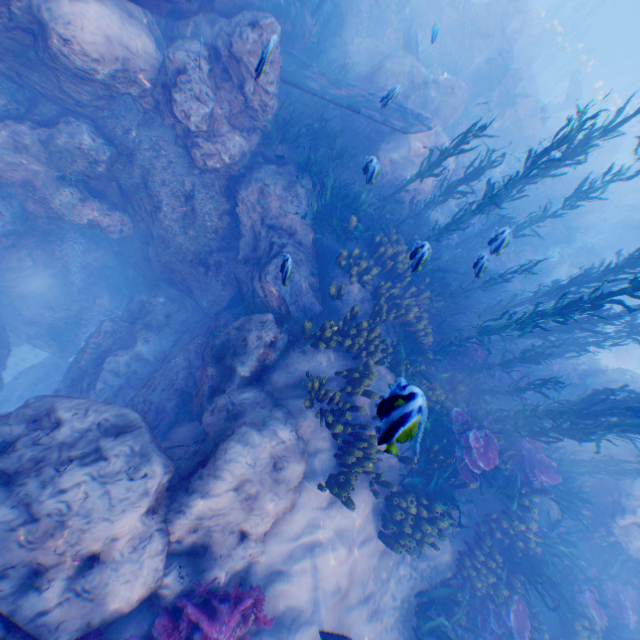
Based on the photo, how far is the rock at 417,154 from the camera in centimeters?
1124cm

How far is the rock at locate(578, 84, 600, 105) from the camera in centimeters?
Answer: 2870cm

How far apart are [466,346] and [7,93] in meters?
13.6

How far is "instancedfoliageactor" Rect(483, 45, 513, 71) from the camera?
17.31m

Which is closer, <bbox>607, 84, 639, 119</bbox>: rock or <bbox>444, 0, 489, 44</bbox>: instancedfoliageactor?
<bbox>444, 0, 489, 44</bbox>: instancedfoliageactor

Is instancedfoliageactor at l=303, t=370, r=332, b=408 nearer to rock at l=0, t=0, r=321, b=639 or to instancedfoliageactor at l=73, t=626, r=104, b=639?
rock at l=0, t=0, r=321, b=639

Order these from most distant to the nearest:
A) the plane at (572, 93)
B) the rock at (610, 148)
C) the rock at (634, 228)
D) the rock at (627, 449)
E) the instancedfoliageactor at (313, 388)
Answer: the plane at (572, 93) → the rock at (610, 148) → the rock at (634, 228) → the rock at (627, 449) → the instancedfoliageactor at (313, 388)
